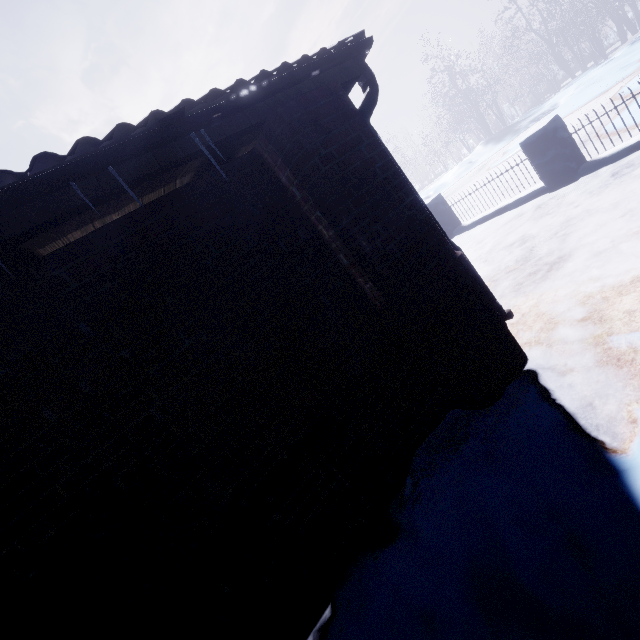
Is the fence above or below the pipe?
below

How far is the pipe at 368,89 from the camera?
2.1 meters

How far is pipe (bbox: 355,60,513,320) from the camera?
2.1 meters

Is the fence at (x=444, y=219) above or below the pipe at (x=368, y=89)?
below

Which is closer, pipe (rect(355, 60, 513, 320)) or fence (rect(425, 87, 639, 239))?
pipe (rect(355, 60, 513, 320))

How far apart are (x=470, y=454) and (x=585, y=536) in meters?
0.7
